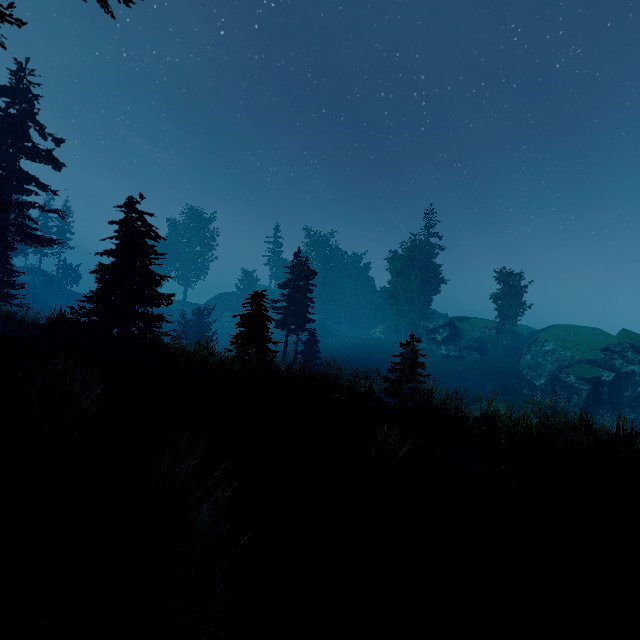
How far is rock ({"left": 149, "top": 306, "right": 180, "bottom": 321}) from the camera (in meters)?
57.62

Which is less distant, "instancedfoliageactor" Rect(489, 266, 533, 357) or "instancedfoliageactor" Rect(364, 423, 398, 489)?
"instancedfoliageactor" Rect(364, 423, 398, 489)

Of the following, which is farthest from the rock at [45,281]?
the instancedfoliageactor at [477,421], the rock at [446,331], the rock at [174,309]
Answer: the rock at [446,331]

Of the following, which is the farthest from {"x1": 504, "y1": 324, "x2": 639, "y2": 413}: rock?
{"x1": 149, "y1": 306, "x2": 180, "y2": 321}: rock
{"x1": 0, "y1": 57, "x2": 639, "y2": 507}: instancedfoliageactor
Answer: {"x1": 149, "y1": 306, "x2": 180, "y2": 321}: rock

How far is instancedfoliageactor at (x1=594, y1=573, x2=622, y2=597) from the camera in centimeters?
452cm

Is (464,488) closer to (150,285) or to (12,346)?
(12,346)

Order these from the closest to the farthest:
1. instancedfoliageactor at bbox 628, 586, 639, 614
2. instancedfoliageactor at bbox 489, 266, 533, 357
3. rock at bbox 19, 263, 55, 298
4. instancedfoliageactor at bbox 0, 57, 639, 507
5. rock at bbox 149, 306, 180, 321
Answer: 1. instancedfoliageactor at bbox 628, 586, 639, 614
2. instancedfoliageactor at bbox 0, 57, 639, 507
3. instancedfoliageactor at bbox 489, 266, 533, 357
4. rock at bbox 19, 263, 55, 298
5. rock at bbox 149, 306, 180, 321

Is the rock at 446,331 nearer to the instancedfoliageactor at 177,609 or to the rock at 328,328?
the instancedfoliageactor at 177,609
